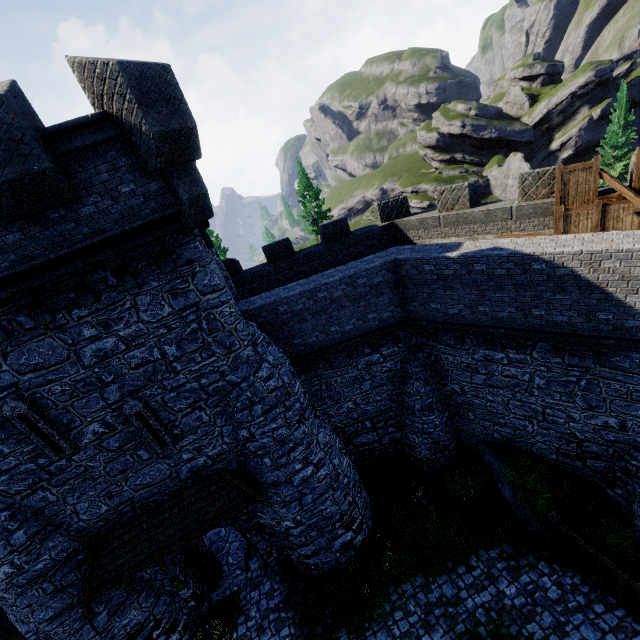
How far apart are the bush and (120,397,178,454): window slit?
11.1m

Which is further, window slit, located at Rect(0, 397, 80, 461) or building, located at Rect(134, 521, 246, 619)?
building, located at Rect(134, 521, 246, 619)

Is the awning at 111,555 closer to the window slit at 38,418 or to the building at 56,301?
the building at 56,301

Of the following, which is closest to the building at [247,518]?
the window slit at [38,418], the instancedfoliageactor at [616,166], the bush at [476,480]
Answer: the window slit at [38,418]

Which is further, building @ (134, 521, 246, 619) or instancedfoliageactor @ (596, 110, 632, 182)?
instancedfoliageactor @ (596, 110, 632, 182)

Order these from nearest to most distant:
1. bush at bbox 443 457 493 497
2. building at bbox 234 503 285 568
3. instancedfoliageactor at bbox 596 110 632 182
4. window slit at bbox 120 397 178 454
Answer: window slit at bbox 120 397 178 454
building at bbox 234 503 285 568
bush at bbox 443 457 493 497
instancedfoliageactor at bbox 596 110 632 182

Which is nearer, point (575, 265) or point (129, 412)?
point (575, 265)

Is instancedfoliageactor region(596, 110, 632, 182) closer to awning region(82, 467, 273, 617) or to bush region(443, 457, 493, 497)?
bush region(443, 457, 493, 497)
